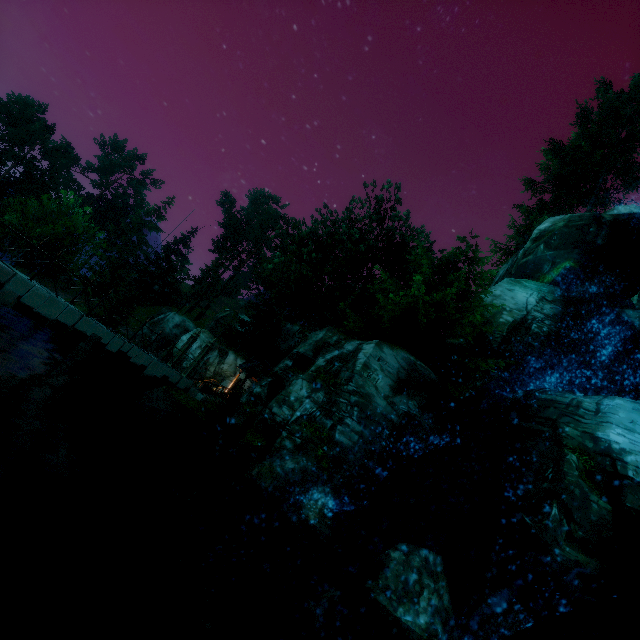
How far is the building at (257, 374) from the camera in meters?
27.5

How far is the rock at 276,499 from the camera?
9.7m

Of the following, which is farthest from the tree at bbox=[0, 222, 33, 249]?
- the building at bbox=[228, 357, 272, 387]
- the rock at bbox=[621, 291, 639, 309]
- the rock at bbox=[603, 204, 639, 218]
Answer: the rock at bbox=[621, 291, 639, 309]

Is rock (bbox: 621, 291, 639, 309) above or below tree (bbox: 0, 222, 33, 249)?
above

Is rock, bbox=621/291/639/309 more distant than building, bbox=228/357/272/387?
No

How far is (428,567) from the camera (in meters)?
7.35

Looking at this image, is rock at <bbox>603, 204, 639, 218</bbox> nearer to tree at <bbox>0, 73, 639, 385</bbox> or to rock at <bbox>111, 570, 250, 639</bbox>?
tree at <bbox>0, 73, 639, 385</bbox>

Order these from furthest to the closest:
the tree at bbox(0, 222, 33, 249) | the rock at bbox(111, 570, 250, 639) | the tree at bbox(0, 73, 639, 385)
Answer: the tree at bbox(0, 222, 33, 249) → the tree at bbox(0, 73, 639, 385) → the rock at bbox(111, 570, 250, 639)
